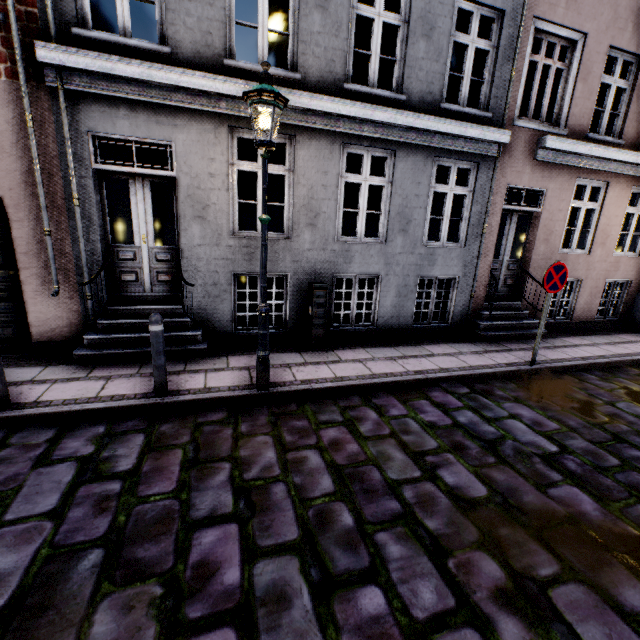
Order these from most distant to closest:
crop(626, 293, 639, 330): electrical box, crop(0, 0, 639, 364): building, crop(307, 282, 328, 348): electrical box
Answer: crop(626, 293, 639, 330): electrical box → crop(307, 282, 328, 348): electrical box → crop(0, 0, 639, 364): building

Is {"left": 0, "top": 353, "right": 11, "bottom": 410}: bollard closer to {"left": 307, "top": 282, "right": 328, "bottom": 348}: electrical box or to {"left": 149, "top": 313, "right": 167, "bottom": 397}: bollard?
{"left": 149, "top": 313, "right": 167, "bottom": 397}: bollard

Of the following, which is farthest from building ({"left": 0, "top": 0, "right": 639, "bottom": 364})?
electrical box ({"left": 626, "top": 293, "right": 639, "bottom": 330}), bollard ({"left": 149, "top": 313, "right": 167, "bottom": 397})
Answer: bollard ({"left": 149, "top": 313, "right": 167, "bottom": 397})

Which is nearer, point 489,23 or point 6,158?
point 6,158

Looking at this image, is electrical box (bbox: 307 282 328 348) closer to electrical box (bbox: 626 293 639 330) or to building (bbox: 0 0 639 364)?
building (bbox: 0 0 639 364)

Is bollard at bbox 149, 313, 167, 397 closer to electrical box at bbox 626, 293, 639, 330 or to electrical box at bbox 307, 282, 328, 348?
electrical box at bbox 307, 282, 328, 348

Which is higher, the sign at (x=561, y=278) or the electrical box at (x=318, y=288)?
the sign at (x=561, y=278)

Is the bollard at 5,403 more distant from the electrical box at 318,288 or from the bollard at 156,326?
the electrical box at 318,288
